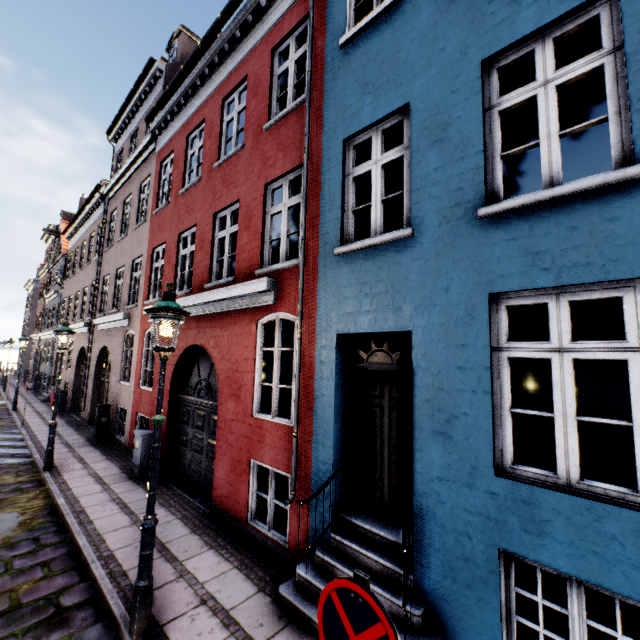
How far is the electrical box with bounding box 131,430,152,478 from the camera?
8.1m

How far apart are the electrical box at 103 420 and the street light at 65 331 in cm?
255

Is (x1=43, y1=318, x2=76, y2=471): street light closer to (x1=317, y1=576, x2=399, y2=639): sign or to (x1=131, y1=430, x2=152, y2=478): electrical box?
(x1=131, y1=430, x2=152, y2=478): electrical box

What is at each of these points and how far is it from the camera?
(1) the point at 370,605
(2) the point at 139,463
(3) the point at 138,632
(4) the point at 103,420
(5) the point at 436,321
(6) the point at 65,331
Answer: (1) sign, 1.6 meters
(2) electrical box, 8.1 meters
(3) street light, 3.5 meters
(4) electrical box, 11.2 meters
(5) building, 3.6 meters
(6) street light, 8.6 meters

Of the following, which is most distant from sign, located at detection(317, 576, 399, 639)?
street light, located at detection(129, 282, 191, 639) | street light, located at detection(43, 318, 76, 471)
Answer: street light, located at detection(43, 318, 76, 471)

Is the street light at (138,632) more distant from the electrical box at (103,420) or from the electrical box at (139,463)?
the electrical box at (103,420)

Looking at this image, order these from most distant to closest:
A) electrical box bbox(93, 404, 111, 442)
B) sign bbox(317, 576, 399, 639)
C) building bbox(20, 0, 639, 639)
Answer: electrical box bbox(93, 404, 111, 442), building bbox(20, 0, 639, 639), sign bbox(317, 576, 399, 639)

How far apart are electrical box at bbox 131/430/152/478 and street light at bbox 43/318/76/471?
2.07m
